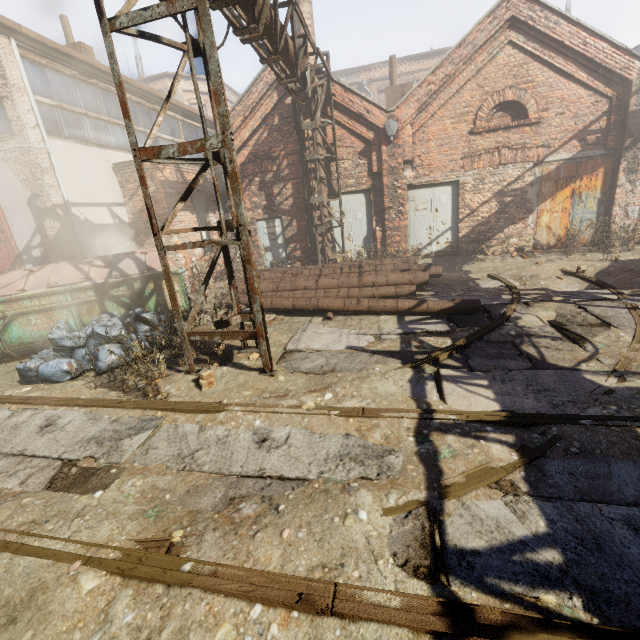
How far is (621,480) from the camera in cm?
253

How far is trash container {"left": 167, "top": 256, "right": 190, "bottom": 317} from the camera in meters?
7.3 m

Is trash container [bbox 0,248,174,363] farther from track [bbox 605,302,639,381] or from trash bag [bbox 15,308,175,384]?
track [bbox 605,302,639,381]

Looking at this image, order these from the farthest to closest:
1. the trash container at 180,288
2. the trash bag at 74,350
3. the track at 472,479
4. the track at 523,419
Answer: the trash container at 180,288
the trash bag at 74,350
the track at 523,419
the track at 472,479

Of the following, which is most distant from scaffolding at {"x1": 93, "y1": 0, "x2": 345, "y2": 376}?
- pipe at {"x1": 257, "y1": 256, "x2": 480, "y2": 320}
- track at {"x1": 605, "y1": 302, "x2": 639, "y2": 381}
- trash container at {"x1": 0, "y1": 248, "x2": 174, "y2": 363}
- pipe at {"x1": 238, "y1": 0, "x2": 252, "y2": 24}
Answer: trash container at {"x1": 0, "y1": 248, "x2": 174, "y2": 363}

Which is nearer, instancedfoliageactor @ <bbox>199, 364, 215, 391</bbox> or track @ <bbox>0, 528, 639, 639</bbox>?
track @ <bbox>0, 528, 639, 639</bbox>

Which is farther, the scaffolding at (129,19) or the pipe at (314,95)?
the pipe at (314,95)

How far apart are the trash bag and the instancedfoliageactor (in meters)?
1.95
